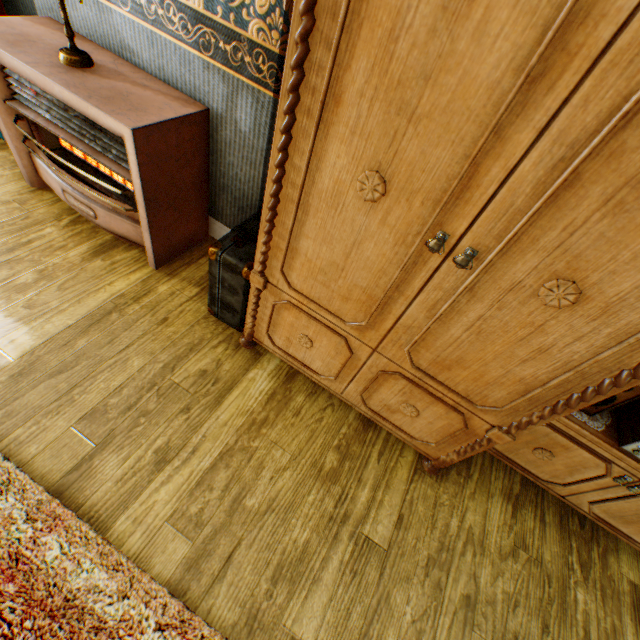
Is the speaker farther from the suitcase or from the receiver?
the suitcase

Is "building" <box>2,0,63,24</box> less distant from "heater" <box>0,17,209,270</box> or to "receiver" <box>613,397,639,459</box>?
"heater" <box>0,17,209,270</box>

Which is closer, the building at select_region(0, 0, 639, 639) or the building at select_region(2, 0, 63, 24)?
the building at select_region(0, 0, 639, 639)

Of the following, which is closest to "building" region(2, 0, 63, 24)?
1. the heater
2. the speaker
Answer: the heater

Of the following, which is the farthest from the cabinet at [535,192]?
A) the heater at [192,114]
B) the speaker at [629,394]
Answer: the heater at [192,114]

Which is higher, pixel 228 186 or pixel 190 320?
pixel 228 186

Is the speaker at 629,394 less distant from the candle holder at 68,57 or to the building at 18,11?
the building at 18,11

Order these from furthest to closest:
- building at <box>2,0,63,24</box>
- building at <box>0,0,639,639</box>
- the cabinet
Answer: building at <box>2,0,63,24</box> → building at <box>0,0,639,639</box> → the cabinet
